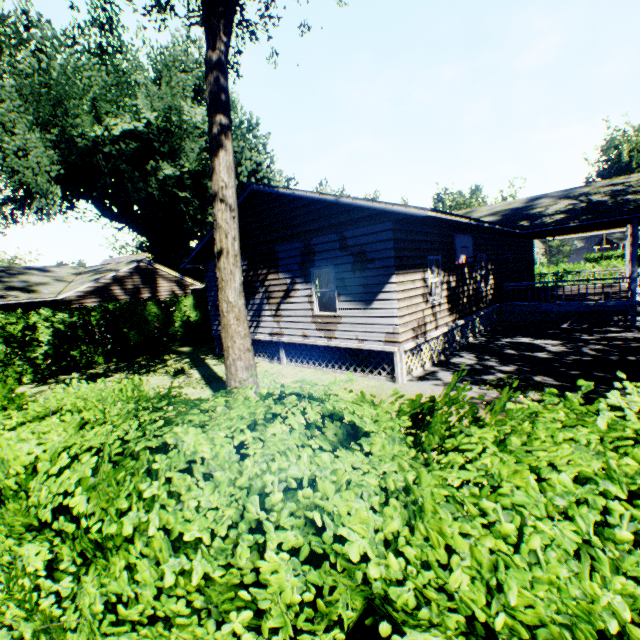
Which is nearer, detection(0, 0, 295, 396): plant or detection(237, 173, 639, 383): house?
detection(0, 0, 295, 396): plant

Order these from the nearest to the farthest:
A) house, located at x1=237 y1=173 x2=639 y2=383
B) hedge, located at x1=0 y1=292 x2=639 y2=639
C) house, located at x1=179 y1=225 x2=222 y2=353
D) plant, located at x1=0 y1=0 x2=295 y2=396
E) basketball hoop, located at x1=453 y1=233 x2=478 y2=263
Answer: hedge, located at x1=0 y1=292 x2=639 y2=639 → plant, located at x1=0 y1=0 x2=295 y2=396 → house, located at x1=237 y1=173 x2=639 y2=383 → basketball hoop, located at x1=453 y1=233 x2=478 y2=263 → house, located at x1=179 y1=225 x2=222 y2=353

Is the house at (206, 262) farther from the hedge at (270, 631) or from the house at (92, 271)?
the house at (92, 271)

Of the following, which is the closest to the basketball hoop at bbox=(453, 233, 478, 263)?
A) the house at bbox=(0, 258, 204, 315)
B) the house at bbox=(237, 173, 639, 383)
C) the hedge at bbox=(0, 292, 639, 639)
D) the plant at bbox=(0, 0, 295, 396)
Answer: the house at bbox=(237, 173, 639, 383)

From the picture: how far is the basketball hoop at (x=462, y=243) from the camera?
10.95m

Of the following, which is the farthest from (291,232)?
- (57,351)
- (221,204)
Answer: (57,351)
